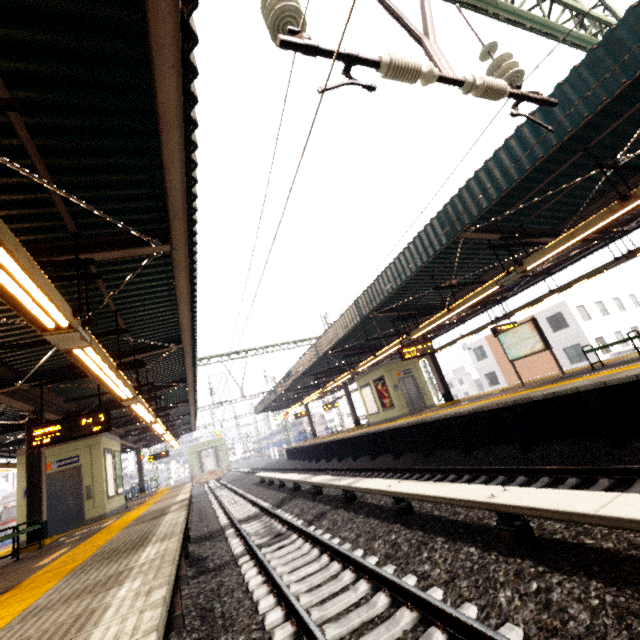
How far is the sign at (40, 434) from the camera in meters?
7.2 m

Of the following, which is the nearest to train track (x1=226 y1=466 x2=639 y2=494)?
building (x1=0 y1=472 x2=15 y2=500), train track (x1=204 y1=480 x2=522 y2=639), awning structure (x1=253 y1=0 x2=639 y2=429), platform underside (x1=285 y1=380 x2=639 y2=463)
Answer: platform underside (x1=285 y1=380 x2=639 y2=463)

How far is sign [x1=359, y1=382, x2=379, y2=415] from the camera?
18.3m

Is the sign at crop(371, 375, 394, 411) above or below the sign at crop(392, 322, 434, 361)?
below

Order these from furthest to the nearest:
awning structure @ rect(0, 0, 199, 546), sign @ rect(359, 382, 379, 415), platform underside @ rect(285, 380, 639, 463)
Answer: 1. sign @ rect(359, 382, 379, 415)
2. platform underside @ rect(285, 380, 639, 463)
3. awning structure @ rect(0, 0, 199, 546)

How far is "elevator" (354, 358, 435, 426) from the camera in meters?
16.7

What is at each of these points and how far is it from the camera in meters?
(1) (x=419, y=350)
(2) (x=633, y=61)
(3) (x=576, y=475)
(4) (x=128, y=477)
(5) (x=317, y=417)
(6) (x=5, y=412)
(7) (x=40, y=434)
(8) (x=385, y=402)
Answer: (1) sign, 12.3
(2) awning structure, 4.5
(3) train track, 5.5
(4) train, 39.3
(5) train, 45.9
(6) awning structure, 10.6
(7) sign, 7.3
(8) sign, 17.3

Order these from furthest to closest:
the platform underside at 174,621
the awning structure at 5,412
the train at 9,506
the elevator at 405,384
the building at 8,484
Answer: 1. the building at 8,484
2. the train at 9,506
3. the elevator at 405,384
4. the platform underside at 174,621
5. the awning structure at 5,412
